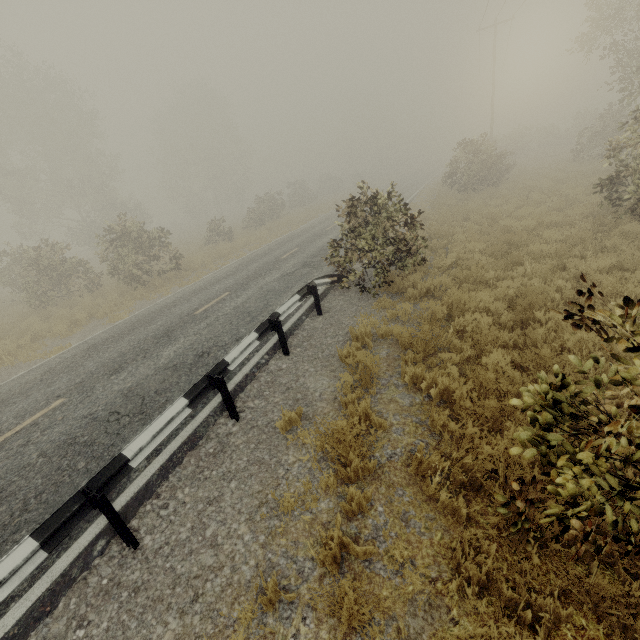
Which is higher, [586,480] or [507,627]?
[586,480]

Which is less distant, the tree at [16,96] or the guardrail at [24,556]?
the guardrail at [24,556]

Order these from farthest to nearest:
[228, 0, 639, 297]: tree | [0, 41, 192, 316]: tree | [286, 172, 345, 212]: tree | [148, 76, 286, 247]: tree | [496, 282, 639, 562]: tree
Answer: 1. [286, 172, 345, 212]: tree
2. [148, 76, 286, 247]: tree
3. [0, 41, 192, 316]: tree
4. [228, 0, 639, 297]: tree
5. [496, 282, 639, 562]: tree

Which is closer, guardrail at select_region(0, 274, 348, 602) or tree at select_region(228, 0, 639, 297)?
guardrail at select_region(0, 274, 348, 602)

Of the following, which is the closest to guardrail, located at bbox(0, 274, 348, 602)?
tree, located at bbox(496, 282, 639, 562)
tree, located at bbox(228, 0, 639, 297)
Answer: tree, located at bbox(228, 0, 639, 297)

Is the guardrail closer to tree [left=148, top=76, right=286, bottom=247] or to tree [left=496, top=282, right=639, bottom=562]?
tree [left=148, top=76, right=286, bottom=247]

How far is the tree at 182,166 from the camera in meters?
30.0
